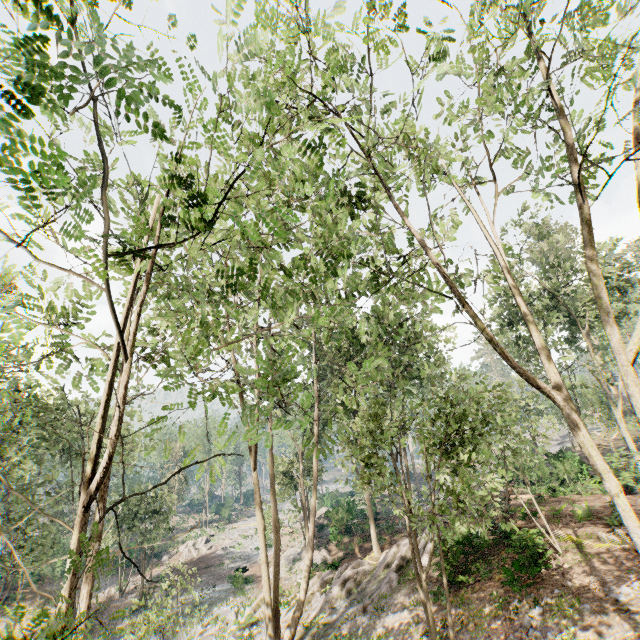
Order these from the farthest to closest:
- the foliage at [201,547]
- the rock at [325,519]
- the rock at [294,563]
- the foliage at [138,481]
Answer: the foliage at [201,547] < the rock at [325,519] < the rock at [294,563] < the foliage at [138,481]

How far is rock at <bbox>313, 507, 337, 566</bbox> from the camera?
26.66m

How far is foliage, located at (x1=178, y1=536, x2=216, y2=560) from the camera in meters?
39.8

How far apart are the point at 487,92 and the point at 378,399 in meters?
8.2

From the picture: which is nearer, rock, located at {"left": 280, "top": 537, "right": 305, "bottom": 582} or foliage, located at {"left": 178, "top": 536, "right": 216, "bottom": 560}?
rock, located at {"left": 280, "top": 537, "right": 305, "bottom": 582}

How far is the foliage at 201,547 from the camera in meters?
39.8
